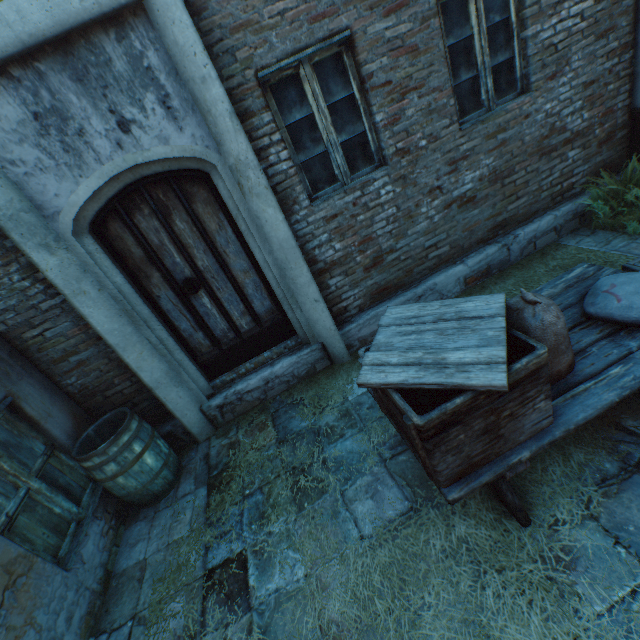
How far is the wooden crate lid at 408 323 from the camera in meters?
1.5

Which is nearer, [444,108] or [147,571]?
[147,571]

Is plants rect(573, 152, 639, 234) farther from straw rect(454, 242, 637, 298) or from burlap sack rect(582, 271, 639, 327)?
A: burlap sack rect(582, 271, 639, 327)

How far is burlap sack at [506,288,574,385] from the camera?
1.81m

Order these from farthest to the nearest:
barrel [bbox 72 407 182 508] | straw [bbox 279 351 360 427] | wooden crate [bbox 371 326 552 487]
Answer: straw [bbox 279 351 360 427] → barrel [bbox 72 407 182 508] → wooden crate [bbox 371 326 552 487]

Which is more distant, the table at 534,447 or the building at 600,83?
the building at 600,83

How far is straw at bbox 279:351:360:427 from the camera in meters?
3.8 m

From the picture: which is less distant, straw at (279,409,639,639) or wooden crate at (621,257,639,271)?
A: straw at (279,409,639,639)
